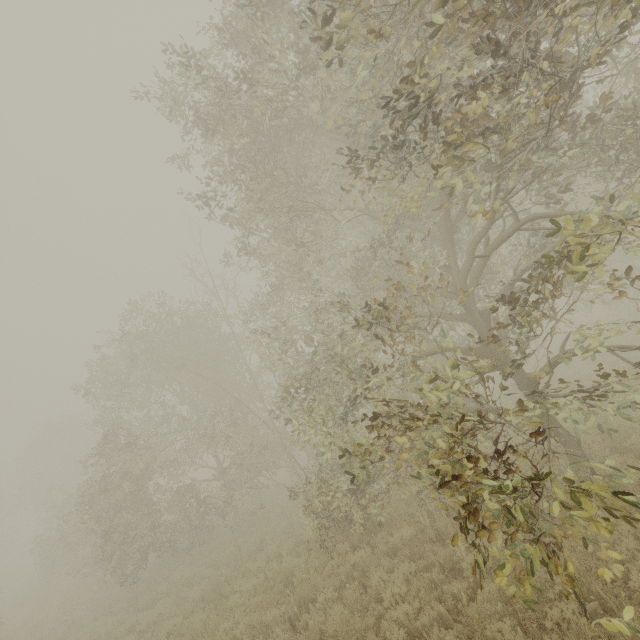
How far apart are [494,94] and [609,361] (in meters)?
15.29
